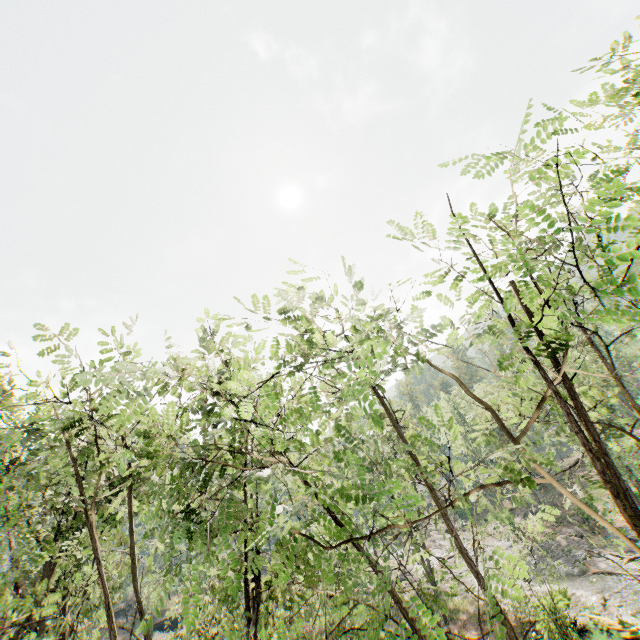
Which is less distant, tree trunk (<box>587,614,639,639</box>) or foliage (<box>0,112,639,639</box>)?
foliage (<box>0,112,639,639</box>)

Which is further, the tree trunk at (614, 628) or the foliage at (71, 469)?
the tree trunk at (614, 628)

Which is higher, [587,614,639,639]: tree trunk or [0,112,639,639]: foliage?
[0,112,639,639]: foliage

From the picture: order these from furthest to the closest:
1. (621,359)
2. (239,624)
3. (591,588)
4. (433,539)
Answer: (433,539)
(621,359)
(591,588)
(239,624)

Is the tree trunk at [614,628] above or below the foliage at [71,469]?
below
